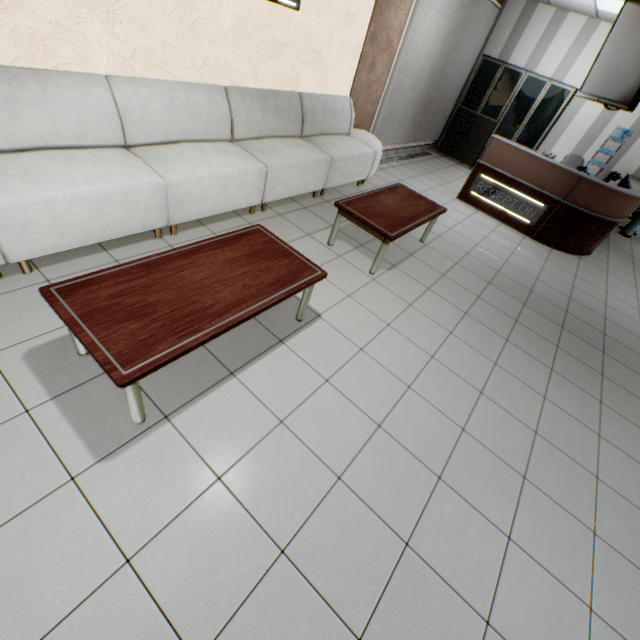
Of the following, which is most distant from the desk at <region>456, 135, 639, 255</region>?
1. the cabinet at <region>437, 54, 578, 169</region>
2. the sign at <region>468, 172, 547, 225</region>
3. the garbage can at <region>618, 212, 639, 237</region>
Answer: the cabinet at <region>437, 54, 578, 169</region>

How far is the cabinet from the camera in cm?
712

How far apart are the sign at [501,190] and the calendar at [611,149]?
3.4m

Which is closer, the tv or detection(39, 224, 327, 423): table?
detection(39, 224, 327, 423): table

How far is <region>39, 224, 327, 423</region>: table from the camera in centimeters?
161cm

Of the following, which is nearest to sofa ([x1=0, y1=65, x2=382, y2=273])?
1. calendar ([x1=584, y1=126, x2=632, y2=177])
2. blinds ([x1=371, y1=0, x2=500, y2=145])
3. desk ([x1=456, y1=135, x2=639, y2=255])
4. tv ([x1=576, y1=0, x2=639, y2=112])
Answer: blinds ([x1=371, y1=0, x2=500, y2=145])

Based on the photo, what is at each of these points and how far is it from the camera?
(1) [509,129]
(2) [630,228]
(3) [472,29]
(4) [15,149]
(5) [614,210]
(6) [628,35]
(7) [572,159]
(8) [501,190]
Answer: (1) cabinet, 7.75m
(2) garbage can, 7.88m
(3) blinds, 6.70m
(4) sofa, 2.36m
(5) desk, 5.40m
(6) tv, 3.09m
(7) chair, 7.16m
(8) sign, 5.96m

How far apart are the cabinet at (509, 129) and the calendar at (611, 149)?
1.1 meters
